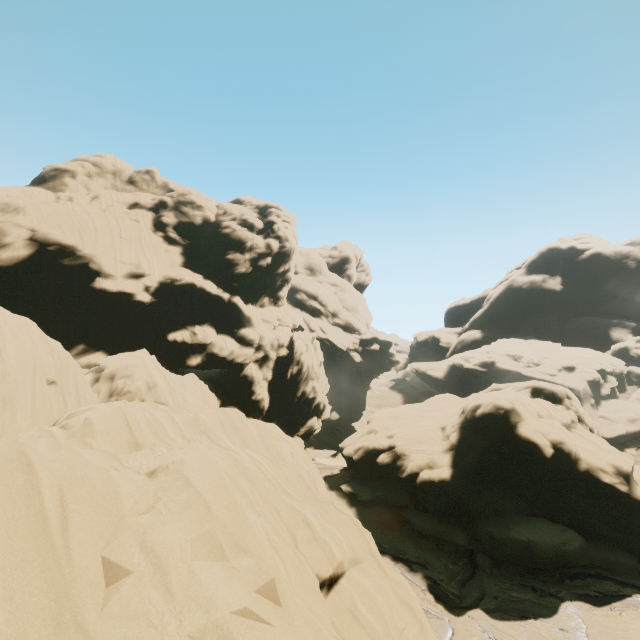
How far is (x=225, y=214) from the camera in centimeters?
4634cm
